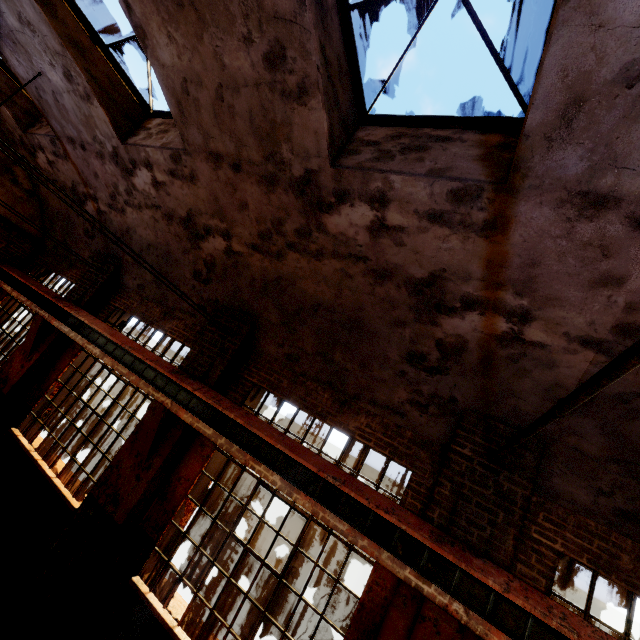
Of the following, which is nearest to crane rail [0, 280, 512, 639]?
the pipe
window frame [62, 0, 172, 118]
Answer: the pipe

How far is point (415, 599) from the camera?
3.71m

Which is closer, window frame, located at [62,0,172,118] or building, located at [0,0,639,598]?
building, located at [0,0,639,598]

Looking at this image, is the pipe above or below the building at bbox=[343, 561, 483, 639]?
above

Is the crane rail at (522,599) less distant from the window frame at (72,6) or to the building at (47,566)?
the building at (47,566)

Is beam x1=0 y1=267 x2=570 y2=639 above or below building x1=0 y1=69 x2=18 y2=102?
below

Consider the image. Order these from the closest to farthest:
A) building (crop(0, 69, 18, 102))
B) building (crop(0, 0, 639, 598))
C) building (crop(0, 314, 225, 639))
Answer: building (crop(0, 0, 639, 598)) < building (crop(0, 314, 225, 639)) < building (crop(0, 69, 18, 102))

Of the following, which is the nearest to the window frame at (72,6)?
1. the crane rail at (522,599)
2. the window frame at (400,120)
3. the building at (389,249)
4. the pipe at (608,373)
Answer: the building at (389,249)
